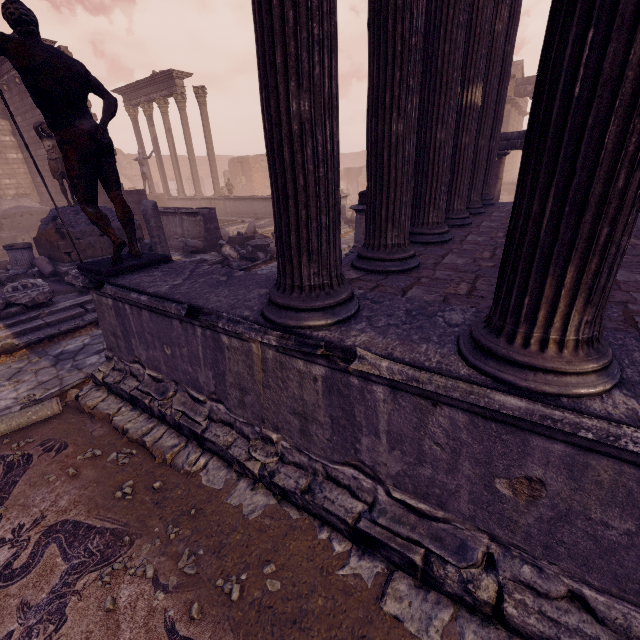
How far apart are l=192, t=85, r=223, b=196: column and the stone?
19.9 meters

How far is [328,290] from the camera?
2.2 meters

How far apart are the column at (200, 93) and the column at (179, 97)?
0.85m

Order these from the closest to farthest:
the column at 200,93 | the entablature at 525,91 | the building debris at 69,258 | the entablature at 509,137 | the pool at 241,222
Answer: the building debris at 69,258 < the entablature at 509,137 < the pool at 241,222 < the column at 200,93 < the entablature at 525,91

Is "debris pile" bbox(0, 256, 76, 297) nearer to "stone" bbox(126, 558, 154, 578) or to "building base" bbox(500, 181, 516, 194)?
"stone" bbox(126, 558, 154, 578)

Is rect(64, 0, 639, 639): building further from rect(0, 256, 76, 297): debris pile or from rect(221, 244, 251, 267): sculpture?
rect(0, 256, 76, 297): debris pile

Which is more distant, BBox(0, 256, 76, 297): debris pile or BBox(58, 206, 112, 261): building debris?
BBox(58, 206, 112, 261): building debris

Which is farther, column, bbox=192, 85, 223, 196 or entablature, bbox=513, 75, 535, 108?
entablature, bbox=513, 75, 535, 108
